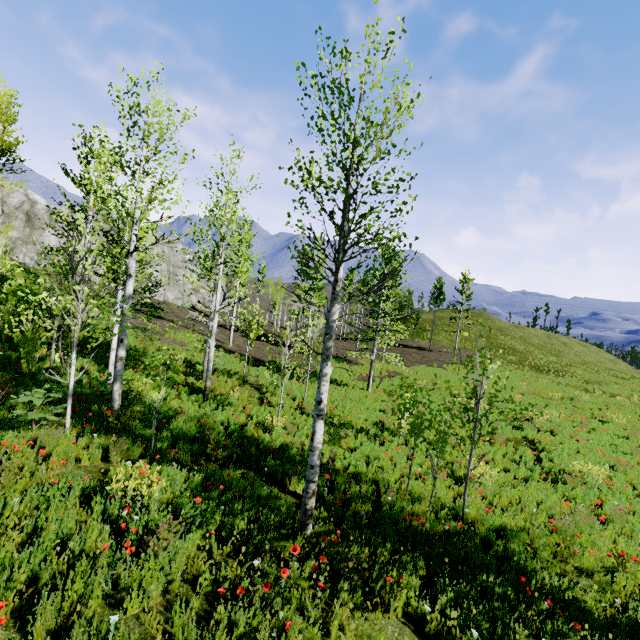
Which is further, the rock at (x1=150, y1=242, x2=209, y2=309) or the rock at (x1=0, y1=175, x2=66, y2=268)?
the rock at (x1=150, y1=242, x2=209, y2=309)

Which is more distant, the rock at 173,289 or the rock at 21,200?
the rock at 173,289

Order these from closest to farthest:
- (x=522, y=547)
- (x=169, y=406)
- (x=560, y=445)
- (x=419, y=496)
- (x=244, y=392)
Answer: (x=522, y=547), (x=419, y=496), (x=169, y=406), (x=560, y=445), (x=244, y=392)

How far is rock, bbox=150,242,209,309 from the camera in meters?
43.8

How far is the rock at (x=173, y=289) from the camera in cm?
4385
